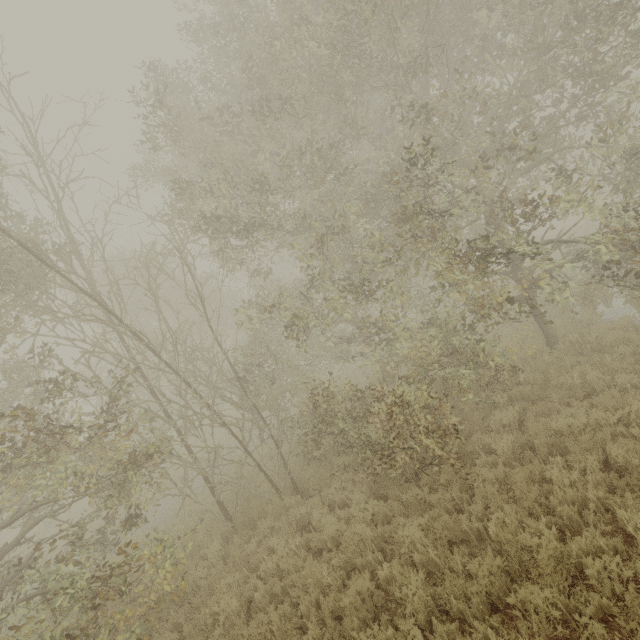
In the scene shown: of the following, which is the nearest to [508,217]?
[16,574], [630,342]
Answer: [630,342]
